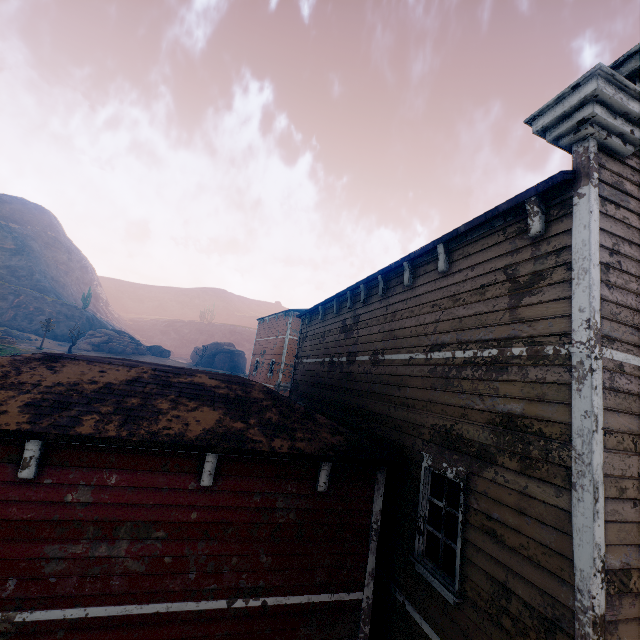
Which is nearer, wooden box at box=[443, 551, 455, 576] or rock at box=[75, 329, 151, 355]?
wooden box at box=[443, 551, 455, 576]

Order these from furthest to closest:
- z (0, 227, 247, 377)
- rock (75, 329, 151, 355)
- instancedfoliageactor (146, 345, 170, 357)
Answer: instancedfoliageactor (146, 345, 170, 357) → rock (75, 329, 151, 355) → z (0, 227, 247, 377)

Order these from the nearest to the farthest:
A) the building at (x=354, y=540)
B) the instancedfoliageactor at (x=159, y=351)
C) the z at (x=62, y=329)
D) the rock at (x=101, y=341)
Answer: the building at (x=354, y=540)
the z at (x=62, y=329)
the rock at (x=101, y=341)
the instancedfoliageactor at (x=159, y=351)

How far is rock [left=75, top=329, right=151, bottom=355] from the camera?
46.1m

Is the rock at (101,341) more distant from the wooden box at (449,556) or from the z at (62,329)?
the wooden box at (449,556)

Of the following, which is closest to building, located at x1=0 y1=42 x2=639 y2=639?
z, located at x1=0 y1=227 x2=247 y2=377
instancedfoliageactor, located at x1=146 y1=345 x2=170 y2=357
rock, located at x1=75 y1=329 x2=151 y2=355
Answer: z, located at x1=0 y1=227 x2=247 y2=377

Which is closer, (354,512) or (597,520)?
(597,520)

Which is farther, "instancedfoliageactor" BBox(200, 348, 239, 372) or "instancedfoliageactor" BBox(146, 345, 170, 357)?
"instancedfoliageactor" BBox(200, 348, 239, 372)
